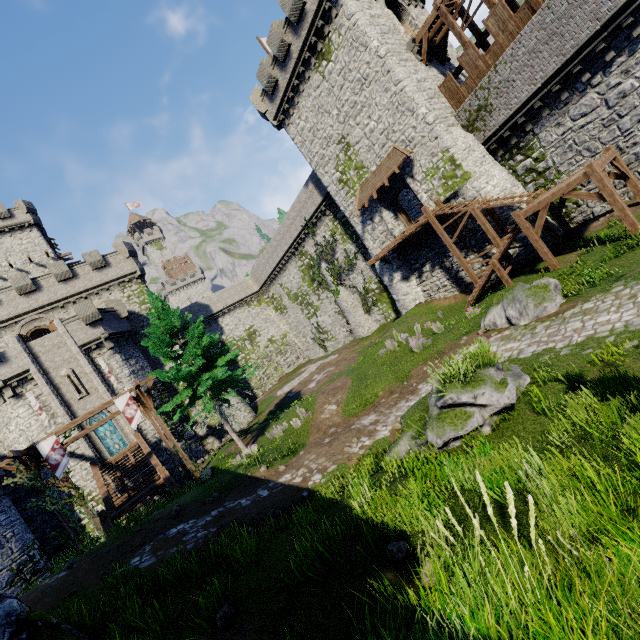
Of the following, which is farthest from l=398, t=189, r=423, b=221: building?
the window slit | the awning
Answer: the window slit

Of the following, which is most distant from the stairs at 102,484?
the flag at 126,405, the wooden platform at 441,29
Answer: the wooden platform at 441,29

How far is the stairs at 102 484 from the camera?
15.6 meters

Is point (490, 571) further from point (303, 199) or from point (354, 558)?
point (303, 199)

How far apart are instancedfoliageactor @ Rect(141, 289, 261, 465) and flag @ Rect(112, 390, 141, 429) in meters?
3.6

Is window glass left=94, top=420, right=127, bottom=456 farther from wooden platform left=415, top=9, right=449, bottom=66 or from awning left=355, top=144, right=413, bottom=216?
wooden platform left=415, top=9, right=449, bottom=66

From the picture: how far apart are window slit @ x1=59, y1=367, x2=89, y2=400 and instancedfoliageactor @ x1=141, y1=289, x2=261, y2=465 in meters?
13.5

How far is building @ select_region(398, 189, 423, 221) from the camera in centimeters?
2811cm
